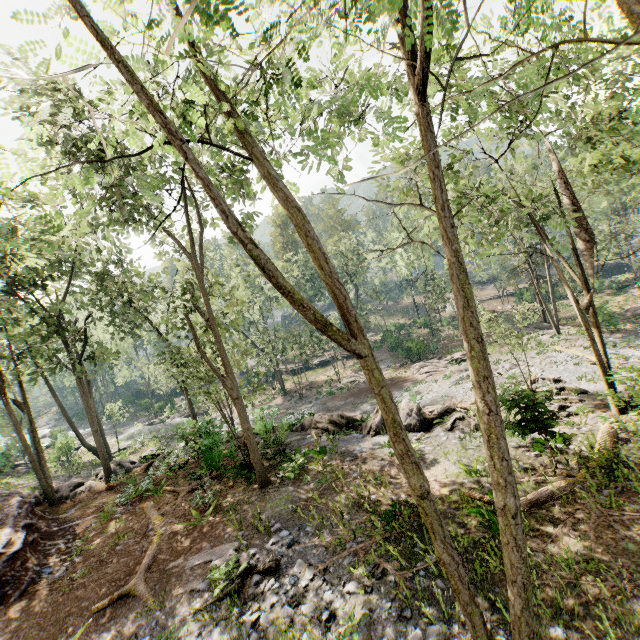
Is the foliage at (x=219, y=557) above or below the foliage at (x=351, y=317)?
below

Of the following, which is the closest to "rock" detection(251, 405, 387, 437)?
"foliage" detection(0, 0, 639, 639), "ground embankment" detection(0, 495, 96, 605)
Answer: "foliage" detection(0, 0, 639, 639)

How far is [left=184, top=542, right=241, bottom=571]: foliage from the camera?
10.0 meters

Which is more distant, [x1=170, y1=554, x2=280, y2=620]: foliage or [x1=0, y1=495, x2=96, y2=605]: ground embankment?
[x1=0, y1=495, x2=96, y2=605]: ground embankment

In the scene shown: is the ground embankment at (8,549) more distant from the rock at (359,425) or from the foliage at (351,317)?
the rock at (359,425)

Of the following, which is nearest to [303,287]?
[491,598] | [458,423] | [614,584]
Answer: [458,423]

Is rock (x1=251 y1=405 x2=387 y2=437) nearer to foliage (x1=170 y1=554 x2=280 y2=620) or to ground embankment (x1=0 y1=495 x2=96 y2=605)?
foliage (x1=170 y1=554 x2=280 y2=620)
